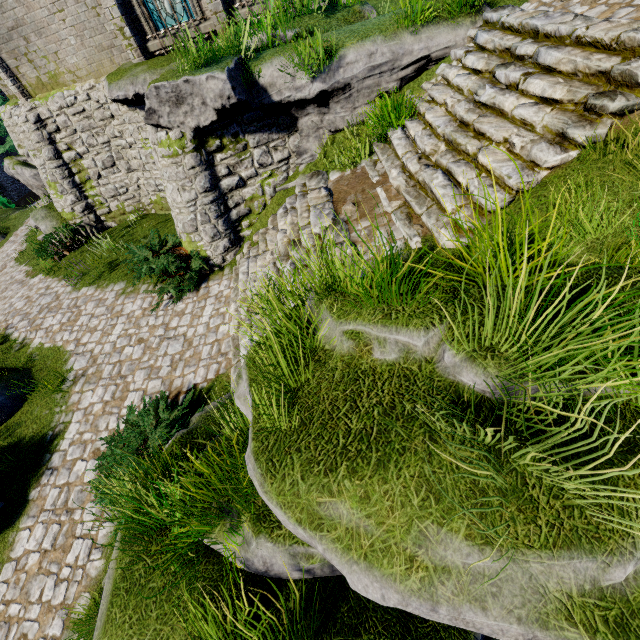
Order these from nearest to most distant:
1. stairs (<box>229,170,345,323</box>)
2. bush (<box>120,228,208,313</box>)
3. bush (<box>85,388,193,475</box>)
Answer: bush (<box>85,388,193,475</box>) < stairs (<box>229,170,345,323</box>) < bush (<box>120,228,208,313</box>)

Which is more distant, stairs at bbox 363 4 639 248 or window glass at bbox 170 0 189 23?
window glass at bbox 170 0 189 23

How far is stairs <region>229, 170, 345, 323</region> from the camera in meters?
6.4

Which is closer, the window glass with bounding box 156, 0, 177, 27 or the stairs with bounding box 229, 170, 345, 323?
the stairs with bounding box 229, 170, 345, 323

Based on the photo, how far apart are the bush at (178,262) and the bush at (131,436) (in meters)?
2.99

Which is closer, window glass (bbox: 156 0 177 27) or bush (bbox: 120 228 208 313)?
bush (bbox: 120 228 208 313)

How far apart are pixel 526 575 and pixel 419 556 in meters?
0.5 m

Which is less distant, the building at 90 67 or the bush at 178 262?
the bush at 178 262
